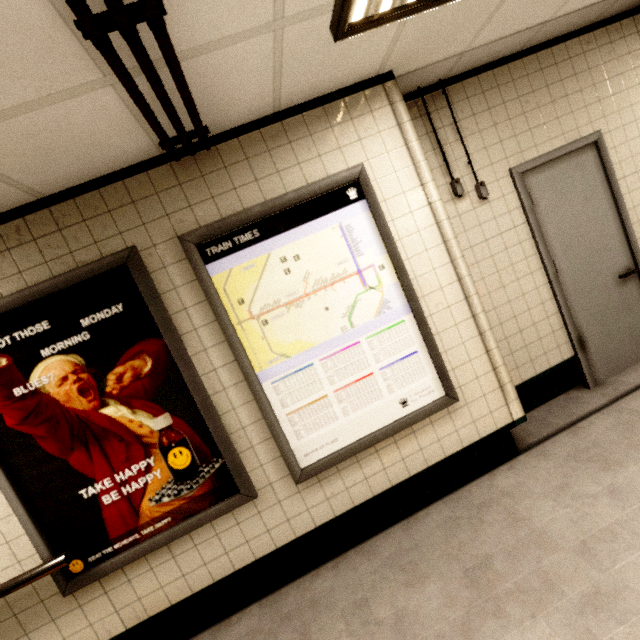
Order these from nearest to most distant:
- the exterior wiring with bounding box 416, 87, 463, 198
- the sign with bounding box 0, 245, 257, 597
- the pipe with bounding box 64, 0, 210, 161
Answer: the pipe with bounding box 64, 0, 210, 161 < the sign with bounding box 0, 245, 257, 597 < the exterior wiring with bounding box 416, 87, 463, 198

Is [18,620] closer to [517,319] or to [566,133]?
[517,319]

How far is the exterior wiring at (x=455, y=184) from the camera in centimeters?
259cm

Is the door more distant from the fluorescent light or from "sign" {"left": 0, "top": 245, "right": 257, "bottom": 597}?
"sign" {"left": 0, "top": 245, "right": 257, "bottom": 597}

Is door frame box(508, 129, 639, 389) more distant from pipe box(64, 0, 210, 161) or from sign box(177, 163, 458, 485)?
pipe box(64, 0, 210, 161)

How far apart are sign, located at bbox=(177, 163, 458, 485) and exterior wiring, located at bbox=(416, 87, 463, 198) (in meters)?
0.91

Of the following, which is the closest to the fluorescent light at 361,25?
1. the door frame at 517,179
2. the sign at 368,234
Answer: the sign at 368,234

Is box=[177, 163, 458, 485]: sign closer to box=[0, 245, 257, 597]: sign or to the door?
box=[0, 245, 257, 597]: sign
